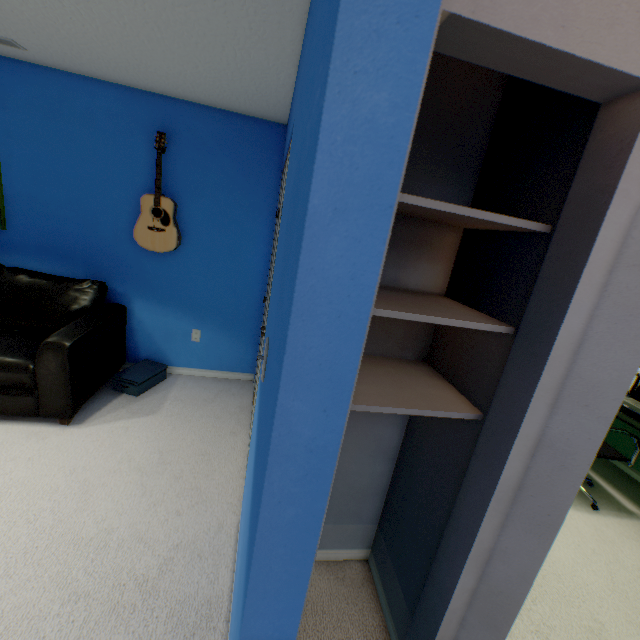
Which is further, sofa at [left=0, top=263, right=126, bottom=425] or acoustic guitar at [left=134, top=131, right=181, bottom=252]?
acoustic guitar at [left=134, top=131, right=181, bottom=252]

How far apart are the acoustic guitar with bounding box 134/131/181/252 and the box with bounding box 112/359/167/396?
1.13m

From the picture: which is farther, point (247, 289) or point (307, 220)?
point (247, 289)

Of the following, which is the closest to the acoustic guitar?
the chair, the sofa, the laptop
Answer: the sofa

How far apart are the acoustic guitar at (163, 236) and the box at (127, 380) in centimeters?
113cm

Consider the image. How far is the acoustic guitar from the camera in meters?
2.7

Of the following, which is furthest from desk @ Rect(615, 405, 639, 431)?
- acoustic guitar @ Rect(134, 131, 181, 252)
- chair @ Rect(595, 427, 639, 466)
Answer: acoustic guitar @ Rect(134, 131, 181, 252)

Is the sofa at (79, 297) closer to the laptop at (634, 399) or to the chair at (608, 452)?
the chair at (608, 452)
